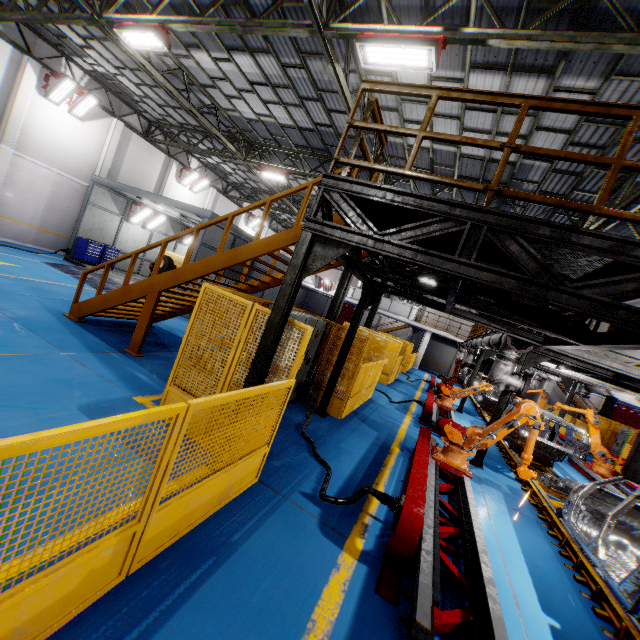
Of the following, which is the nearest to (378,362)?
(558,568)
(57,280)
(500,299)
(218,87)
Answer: (500,299)

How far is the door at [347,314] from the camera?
45.5 meters

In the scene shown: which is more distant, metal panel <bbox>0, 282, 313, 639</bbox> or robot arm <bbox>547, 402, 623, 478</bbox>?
robot arm <bbox>547, 402, 623, 478</bbox>

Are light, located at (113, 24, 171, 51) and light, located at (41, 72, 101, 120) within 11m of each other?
yes

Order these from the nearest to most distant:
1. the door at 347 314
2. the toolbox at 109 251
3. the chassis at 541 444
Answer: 1. the chassis at 541 444
2. the toolbox at 109 251
3. the door at 347 314

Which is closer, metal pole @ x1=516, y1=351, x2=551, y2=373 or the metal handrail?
the metal handrail

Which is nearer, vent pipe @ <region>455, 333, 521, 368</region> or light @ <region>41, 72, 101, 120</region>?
vent pipe @ <region>455, 333, 521, 368</region>

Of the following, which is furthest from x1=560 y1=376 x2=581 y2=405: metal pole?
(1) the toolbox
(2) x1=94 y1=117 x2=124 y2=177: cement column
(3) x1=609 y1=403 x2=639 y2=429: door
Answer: (3) x1=609 y1=403 x2=639 y2=429: door
